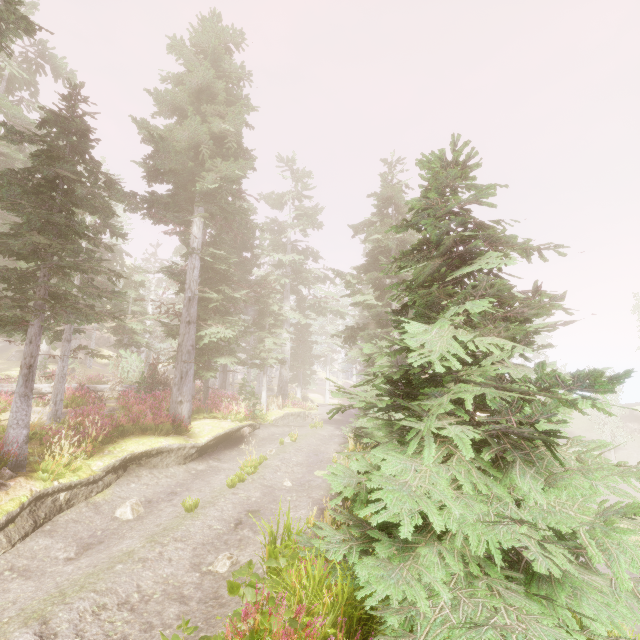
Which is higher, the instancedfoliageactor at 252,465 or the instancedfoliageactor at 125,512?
the instancedfoliageactor at 252,465

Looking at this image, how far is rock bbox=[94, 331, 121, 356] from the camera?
49.4 meters

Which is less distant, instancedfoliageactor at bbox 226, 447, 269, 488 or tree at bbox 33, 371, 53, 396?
instancedfoliageactor at bbox 226, 447, 269, 488

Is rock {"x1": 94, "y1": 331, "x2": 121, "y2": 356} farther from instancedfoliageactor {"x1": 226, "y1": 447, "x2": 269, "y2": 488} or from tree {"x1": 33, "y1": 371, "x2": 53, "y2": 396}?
tree {"x1": 33, "y1": 371, "x2": 53, "y2": 396}

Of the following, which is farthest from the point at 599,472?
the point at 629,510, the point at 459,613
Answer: the point at 459,613

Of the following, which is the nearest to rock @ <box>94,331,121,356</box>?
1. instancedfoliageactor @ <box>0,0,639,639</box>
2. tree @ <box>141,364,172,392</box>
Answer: instancedfoliageactor @ <box>0,0,639,639</box>

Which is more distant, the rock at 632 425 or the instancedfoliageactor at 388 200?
the rock at 632 425
